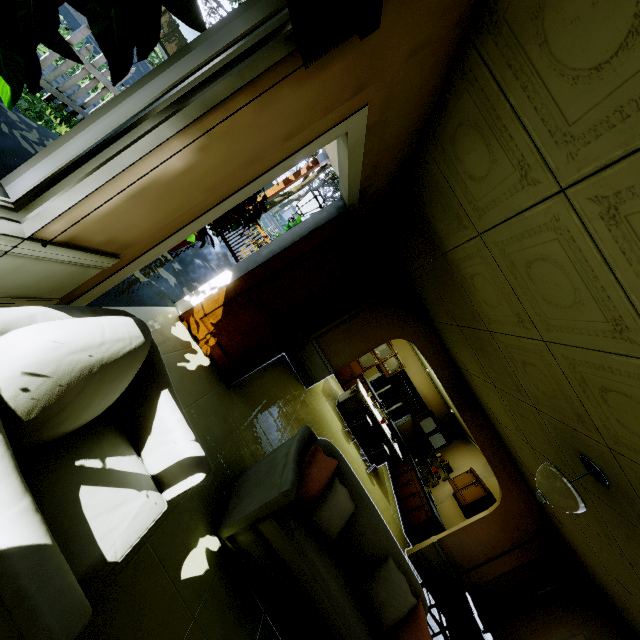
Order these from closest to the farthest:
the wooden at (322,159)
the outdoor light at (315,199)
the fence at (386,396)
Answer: the outdoor light at (315,199)
the wooden at (322,159)
the fence at (386,396)

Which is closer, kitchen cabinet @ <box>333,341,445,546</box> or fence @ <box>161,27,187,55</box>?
kitchen cabinet @ <box>333,341,445,546</box>

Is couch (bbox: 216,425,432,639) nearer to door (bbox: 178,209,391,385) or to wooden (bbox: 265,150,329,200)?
door (bbox: 178,209,391,385)

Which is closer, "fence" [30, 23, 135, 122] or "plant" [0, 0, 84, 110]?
"plant" [0, 0, 84, 110]

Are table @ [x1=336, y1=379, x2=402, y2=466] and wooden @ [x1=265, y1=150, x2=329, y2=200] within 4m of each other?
no

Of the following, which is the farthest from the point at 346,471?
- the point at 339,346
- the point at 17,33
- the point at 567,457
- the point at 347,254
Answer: the point at 339,346

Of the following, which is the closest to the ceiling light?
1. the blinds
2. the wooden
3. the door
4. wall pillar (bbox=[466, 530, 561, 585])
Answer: the door

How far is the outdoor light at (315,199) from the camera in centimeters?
352cm
